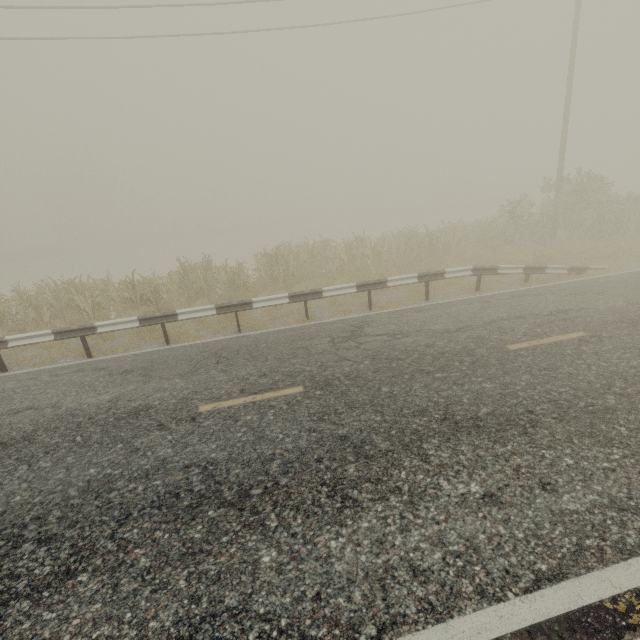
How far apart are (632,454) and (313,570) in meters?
3.8 m

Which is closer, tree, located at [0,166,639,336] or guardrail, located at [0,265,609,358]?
guardrail, located at [0,265,609,358]

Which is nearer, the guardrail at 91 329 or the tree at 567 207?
the guardrail at 91 329
